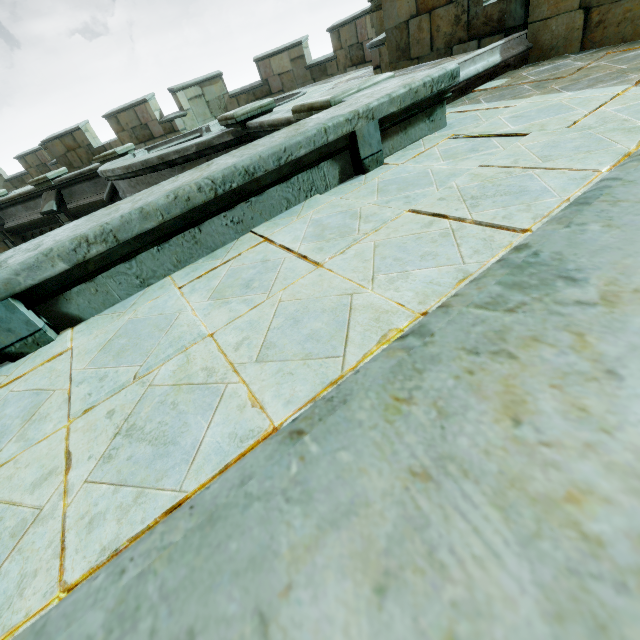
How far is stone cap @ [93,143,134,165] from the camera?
10.0m

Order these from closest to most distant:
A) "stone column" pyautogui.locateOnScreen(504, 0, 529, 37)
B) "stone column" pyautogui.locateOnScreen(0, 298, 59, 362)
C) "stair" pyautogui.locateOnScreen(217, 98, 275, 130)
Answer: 1. "stone column" pyautogui.locateOnScreen(0, 298, 59, 362)
2. "stone column" pyautogui.locateOnScreen(504, 0, 529, 37)
3. "stair" pyautogui.locateOnScreen(217, 98, 275, 130)

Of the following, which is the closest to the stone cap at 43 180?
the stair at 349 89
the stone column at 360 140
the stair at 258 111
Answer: the stair at 258 111

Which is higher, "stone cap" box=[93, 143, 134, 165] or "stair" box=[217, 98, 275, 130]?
"stone cap" box=[93, 143, 134, 165]

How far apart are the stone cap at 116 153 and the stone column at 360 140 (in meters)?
10.11

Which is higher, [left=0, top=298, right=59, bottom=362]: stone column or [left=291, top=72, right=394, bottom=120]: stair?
[left=291, top=72, right=394, bottom=120]: stair

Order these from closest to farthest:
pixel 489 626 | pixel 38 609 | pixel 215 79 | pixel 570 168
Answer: pixel 489 626
pixel 38 609
pixel 570 168
pixel 215 79

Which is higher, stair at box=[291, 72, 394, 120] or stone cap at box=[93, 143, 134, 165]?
stone cap at box=[93, 143, 134, 165]
